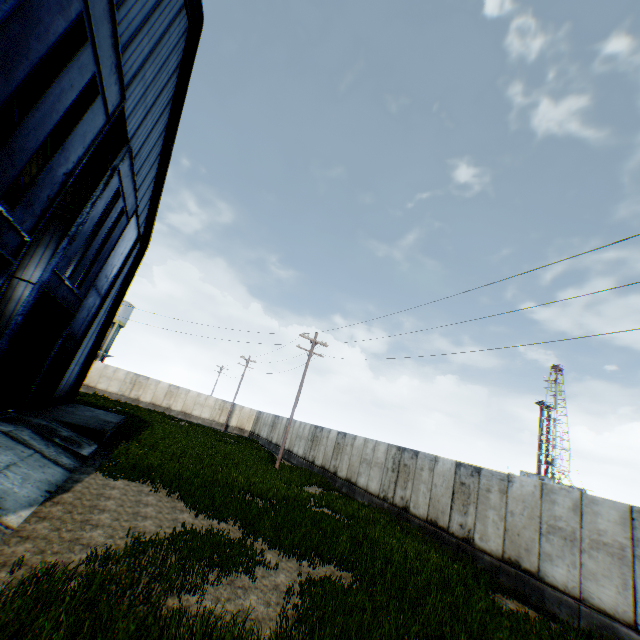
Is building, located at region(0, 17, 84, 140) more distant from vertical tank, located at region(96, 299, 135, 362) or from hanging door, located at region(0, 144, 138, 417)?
vertical tank, located at region(96, 299, 135, 362)

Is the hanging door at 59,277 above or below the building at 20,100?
below

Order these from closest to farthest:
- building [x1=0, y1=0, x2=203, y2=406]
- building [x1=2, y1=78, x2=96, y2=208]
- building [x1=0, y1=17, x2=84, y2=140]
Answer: building [x1=0, y1=0, x2=203, y2=406] → building [x1=0, y1=17, x2=84, y2=140] → building [x1=2, y1=78, x2=96, y2=208]

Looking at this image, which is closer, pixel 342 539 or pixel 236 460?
pixel 342 539

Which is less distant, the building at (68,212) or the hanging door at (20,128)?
the hanging door at (20,128)

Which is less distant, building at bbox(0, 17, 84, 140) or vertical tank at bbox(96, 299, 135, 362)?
building at bbox(0, 17, 84, 140)
